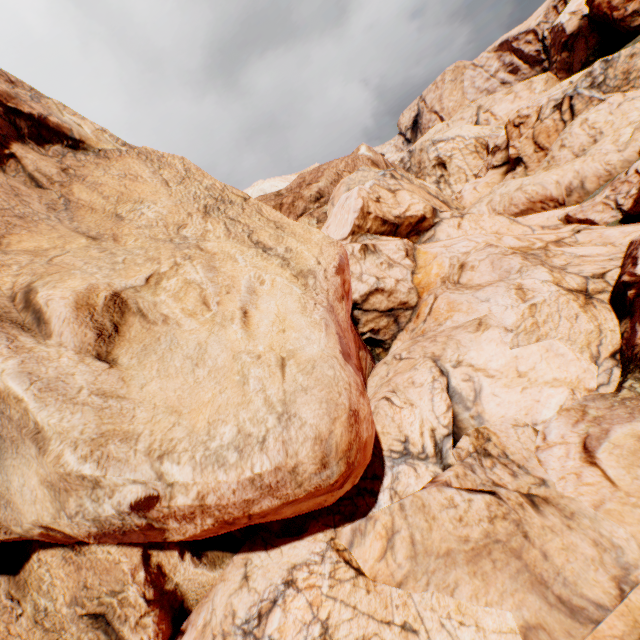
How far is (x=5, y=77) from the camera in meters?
11.9
